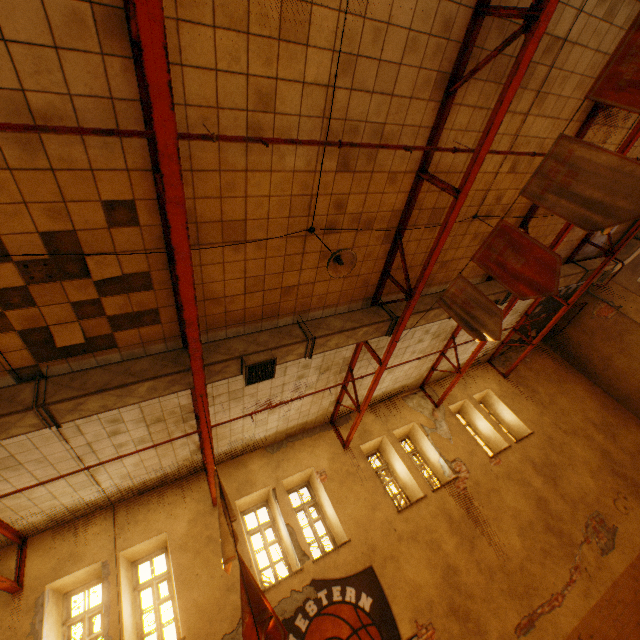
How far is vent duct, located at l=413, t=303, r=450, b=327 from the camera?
7.37m

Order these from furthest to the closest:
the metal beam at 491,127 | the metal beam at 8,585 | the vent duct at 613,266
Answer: the vent duct at 613,266 → the metal beam at 8,585 → the metal beam at 491,127

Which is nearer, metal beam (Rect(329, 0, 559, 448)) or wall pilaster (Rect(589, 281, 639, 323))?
metal beam (Rect(329, 0, 559, 448))

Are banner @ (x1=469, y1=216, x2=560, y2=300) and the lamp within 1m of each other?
no

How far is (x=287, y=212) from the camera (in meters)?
4.77

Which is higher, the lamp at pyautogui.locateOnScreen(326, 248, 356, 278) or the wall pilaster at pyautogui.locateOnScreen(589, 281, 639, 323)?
the lamp at pyautogui.locateOnScreen(326, 248, 356, 278)

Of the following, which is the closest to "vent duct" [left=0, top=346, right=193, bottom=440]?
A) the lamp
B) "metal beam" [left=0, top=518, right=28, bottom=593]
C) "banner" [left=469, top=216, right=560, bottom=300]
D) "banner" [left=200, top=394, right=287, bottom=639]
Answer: "metal beam" [left=0, top=518, right=28, bottom=593]

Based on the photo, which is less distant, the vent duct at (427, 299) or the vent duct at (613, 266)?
the vent duct at (427, 299)
